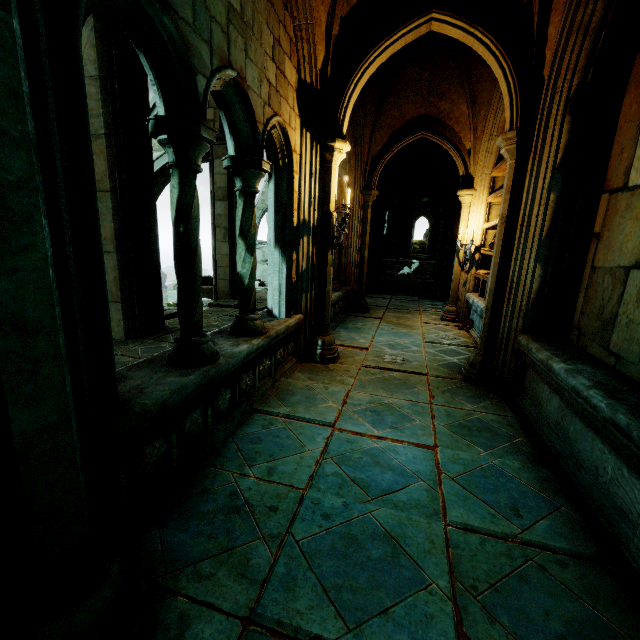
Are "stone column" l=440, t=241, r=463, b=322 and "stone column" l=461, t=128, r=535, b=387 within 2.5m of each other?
no

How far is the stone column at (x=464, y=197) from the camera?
7.6 meters

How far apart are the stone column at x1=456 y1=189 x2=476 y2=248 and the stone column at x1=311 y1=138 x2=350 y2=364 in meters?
4.1 m

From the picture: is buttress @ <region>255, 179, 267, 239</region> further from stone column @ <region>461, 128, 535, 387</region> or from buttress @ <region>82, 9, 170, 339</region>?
stone column @ <region>461, 128, 535, 387</region>

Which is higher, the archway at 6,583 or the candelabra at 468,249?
the candelabra at 468,249

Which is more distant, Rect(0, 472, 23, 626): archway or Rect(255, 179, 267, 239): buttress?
Rect(255, 179, 267, 239): buttress

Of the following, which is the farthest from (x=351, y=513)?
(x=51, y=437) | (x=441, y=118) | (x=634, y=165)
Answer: (x=441, y=118)

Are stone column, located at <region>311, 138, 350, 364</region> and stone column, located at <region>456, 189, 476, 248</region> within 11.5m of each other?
yes
